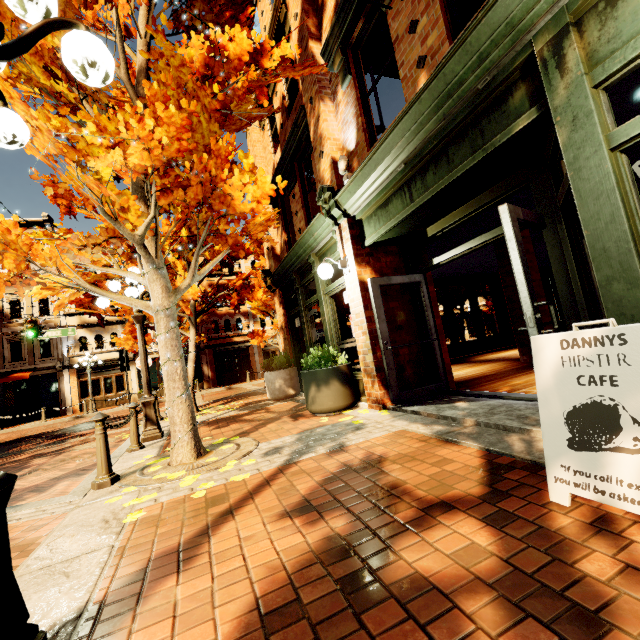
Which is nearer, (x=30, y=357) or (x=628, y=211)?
(x=628, y=211)

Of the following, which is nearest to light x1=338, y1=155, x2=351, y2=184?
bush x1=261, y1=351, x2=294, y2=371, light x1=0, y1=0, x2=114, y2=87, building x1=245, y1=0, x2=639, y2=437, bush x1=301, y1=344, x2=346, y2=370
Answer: building x1=245, y1=0, x2=639, y2=437

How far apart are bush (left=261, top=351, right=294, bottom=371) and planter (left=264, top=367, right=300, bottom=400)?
0.1m

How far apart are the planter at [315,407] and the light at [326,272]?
1.58m

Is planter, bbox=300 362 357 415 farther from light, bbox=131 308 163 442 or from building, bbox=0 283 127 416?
building, bbox=0 283 127 416

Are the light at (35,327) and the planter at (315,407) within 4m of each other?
no

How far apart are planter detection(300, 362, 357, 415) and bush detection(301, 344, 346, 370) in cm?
2

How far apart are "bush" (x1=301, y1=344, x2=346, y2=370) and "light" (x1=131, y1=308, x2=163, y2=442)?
3.2m
